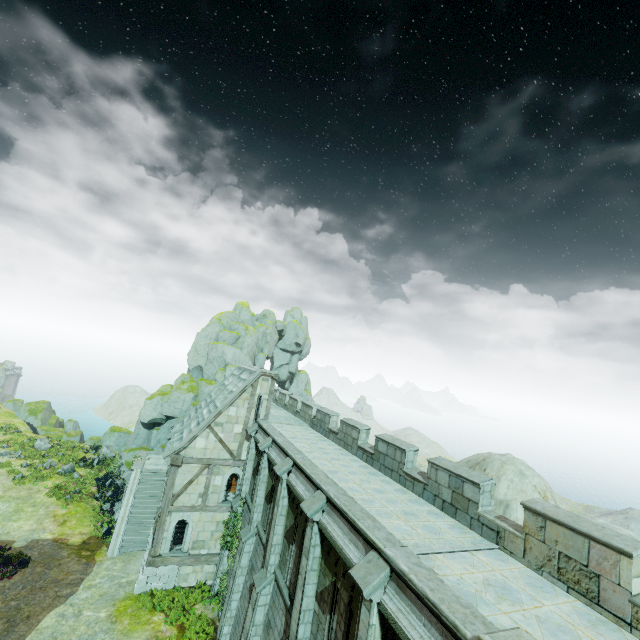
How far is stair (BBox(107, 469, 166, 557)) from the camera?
21.86m

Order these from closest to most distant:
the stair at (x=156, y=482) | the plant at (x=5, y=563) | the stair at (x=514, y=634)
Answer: the stair at (x=514, y=634) < the plant at (x=5, y=563) < the stair at (x=156, y=482)

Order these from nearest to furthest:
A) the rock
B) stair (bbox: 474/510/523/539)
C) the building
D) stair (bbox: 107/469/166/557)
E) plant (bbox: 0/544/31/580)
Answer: stair (bbox: 474/510/523/539)
plant (bbox: 0/544/31/580)
the building
stair (bbox: 107/469/166/557)
the rock

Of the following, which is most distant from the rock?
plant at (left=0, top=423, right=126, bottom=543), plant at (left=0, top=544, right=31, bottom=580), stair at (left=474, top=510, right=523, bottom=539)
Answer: stair at (left=474, top=510, right=523, bottom=539)

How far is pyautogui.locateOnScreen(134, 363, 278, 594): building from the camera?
18.9 meters

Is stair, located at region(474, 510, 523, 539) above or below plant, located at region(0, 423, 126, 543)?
above

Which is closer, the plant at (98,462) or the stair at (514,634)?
the stair at (514,634)

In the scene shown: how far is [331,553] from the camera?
9.90m
